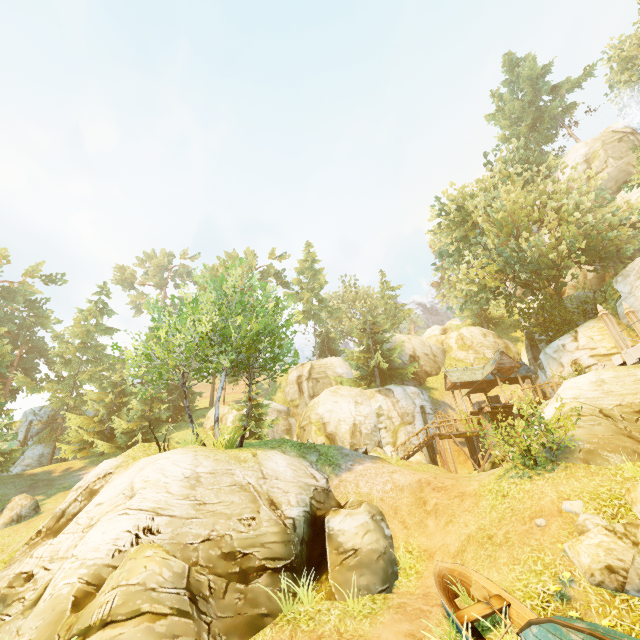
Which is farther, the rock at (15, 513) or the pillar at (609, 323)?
the rock at (15, 513)

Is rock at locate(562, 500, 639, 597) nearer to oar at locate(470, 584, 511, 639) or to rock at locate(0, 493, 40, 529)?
oar at locate(470, 584, 511, 639)

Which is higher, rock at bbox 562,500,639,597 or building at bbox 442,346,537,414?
building at bbox 442,346,537,414

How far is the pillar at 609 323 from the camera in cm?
1548

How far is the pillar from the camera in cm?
1548

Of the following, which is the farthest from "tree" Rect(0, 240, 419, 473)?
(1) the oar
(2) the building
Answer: (1) the oar

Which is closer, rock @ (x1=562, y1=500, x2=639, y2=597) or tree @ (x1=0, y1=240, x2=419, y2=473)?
rock @ (x1=562, y1=500, x2=639, y2=597)

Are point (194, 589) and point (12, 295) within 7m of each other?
no
